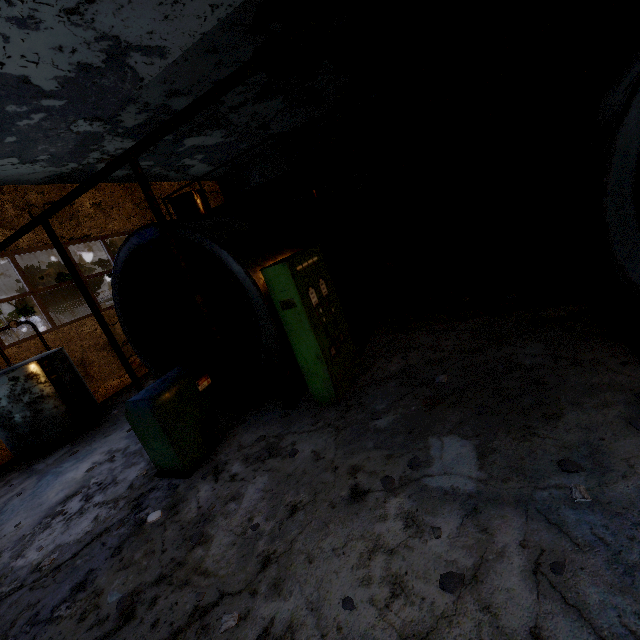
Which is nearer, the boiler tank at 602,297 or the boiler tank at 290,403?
the boiler tank at 602,297

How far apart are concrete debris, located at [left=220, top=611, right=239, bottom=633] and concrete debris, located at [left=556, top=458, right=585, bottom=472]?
3.1m

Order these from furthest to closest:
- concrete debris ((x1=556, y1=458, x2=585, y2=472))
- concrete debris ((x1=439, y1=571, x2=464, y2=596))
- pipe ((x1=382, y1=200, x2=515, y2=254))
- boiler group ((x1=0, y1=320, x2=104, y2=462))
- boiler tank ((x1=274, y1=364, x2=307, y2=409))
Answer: pipe ((x1=382, y1=200, x2=515, y2=254)) < boiler group ((x1=0, y1=320, x2=104, y2=462)) < boiler tank ((x1=274, y1=364, x2=307, y2=409)) < concrete debris ((x1=556, y1=458, x2=585, y2=472)) < concrete debris ((x1=439, y1=571, x2=464, y2=596))

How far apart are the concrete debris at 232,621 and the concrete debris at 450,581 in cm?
170

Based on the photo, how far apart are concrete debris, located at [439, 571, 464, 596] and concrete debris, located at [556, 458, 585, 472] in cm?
139

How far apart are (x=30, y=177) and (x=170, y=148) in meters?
4.1

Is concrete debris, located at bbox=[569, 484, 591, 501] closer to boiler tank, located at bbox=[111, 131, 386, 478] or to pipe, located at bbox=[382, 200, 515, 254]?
boiler tank, located at bbox=[111, 131, 386, 478]

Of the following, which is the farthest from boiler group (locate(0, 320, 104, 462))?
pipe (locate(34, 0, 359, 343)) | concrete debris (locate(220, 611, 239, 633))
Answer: pipe (locate(34, 0, 359, 343))
